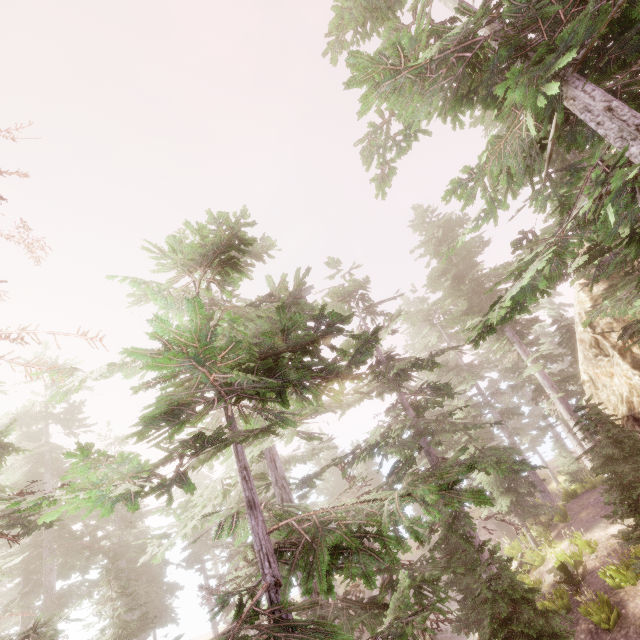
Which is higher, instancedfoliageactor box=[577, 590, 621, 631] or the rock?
A: the rock

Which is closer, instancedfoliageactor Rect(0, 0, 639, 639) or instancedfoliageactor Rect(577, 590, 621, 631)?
instancedfoliageactor Rect(0, 0, 639, 639)

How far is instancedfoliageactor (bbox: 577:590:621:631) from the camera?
10.8m

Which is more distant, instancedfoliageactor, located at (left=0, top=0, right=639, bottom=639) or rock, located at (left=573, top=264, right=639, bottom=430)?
rock, located at (left=573, top=264, right=639, bottom=430)

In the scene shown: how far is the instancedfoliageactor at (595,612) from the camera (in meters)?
10.78

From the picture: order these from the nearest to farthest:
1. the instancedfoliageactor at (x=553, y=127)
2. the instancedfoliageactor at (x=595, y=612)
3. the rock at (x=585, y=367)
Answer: the instancedfoliageactor at (x=553, y=127) → the instancedfoliageactor at (x=595, y=612) → the rock at (x=585, y=367)

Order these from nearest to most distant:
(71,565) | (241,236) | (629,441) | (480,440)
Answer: (241,236) → (629,441) → (71,565) → (480,440)

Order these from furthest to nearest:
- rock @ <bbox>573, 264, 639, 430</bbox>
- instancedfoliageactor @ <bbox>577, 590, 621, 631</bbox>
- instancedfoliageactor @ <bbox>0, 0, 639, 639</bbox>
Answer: rock @ <bbox>573, 264, 639, 430</bbox> → instancedfoliageactor @ <bbox>577, 590, 621, 631</bbox> → instancedfoliageactor @ <bbox>0, 0, 639, 639</bbox>
